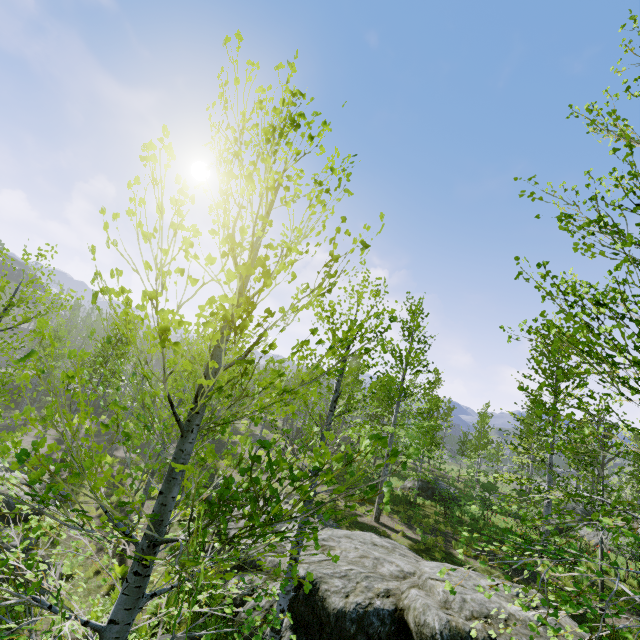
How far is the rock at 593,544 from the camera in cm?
1655

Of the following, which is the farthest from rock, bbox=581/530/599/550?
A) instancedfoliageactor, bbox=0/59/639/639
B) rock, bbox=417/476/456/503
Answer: rock, bbox=417/476/456/503

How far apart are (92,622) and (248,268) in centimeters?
281cm

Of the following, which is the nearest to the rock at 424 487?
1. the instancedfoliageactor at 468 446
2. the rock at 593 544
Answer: the instancedfoliageactor at 468 446

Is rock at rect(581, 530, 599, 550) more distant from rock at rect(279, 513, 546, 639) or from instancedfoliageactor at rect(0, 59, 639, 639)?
rock at rect(279, 513, 546, 639)
